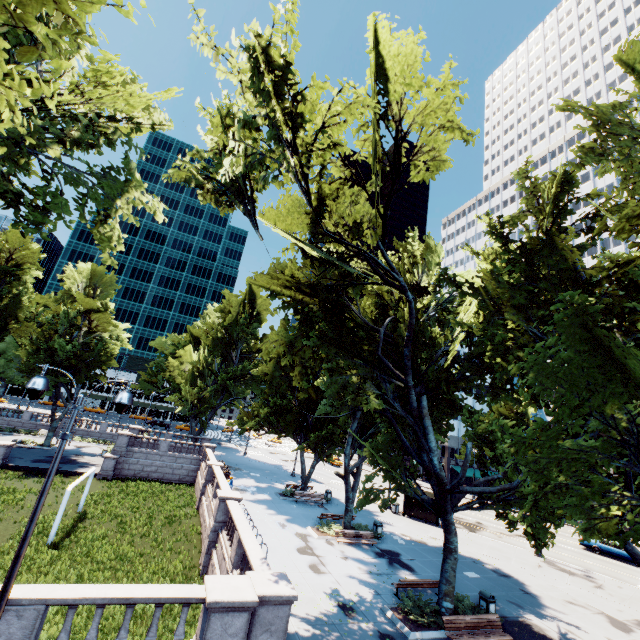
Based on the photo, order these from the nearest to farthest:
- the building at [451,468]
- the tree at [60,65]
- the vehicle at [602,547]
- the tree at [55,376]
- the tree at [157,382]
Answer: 1. the tree at [60,65]
2. the vehicle at [602,547]
3. the tree at [55,376]
4. the building at [451,468]
5. the tree at [157,382]

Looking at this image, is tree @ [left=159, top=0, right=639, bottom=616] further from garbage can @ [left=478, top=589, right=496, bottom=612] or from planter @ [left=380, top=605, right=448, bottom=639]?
garbage can @ [left=478, top=589, right=496, bottom=612]

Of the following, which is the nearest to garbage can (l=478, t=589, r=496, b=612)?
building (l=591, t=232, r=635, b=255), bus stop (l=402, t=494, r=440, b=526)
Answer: bus stop (l=402, t=494, r=440, b=526)

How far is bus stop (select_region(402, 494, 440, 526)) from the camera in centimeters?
2971cm

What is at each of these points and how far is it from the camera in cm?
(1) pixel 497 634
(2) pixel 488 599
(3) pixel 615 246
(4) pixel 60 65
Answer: (1) bench, 1270
(2) garbage can, 1473
(3) building, 5647
(4) tree, 345

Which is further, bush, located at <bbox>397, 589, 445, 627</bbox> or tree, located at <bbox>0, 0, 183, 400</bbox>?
bush, located at <bbox>397, 589, 445, 627</bbox>

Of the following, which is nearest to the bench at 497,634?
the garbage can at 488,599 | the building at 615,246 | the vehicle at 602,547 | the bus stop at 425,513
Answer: the garbage can at 488,599

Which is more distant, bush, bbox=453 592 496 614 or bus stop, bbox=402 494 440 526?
bus stop, bbox=402 494 440 526
